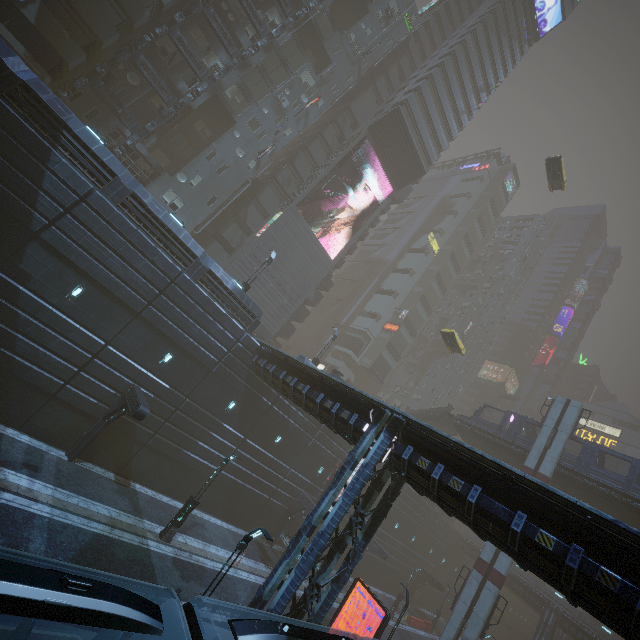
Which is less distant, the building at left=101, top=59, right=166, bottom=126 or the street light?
the street light

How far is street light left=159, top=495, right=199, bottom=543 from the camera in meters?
17.5

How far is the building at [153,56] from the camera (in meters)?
27.56

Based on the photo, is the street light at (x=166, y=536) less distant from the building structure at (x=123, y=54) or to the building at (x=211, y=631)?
the building at (x=211, y=631)

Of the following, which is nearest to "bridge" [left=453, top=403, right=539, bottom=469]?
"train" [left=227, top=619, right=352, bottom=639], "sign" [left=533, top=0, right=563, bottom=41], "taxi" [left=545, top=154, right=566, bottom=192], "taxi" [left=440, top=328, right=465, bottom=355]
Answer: "taxi" [left=440, top=328, right=465, bottom=355]

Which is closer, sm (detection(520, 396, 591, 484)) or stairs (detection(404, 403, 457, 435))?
sm (detection(520, 396, 591, 484))

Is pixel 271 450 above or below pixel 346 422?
below

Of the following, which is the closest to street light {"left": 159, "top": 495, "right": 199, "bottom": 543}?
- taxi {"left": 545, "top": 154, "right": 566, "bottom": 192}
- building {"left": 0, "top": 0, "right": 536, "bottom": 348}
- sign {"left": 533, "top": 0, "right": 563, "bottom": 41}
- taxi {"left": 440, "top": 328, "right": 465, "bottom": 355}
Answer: building {"left": 0, "top": 0, "right": 536, "bottom": 348}
